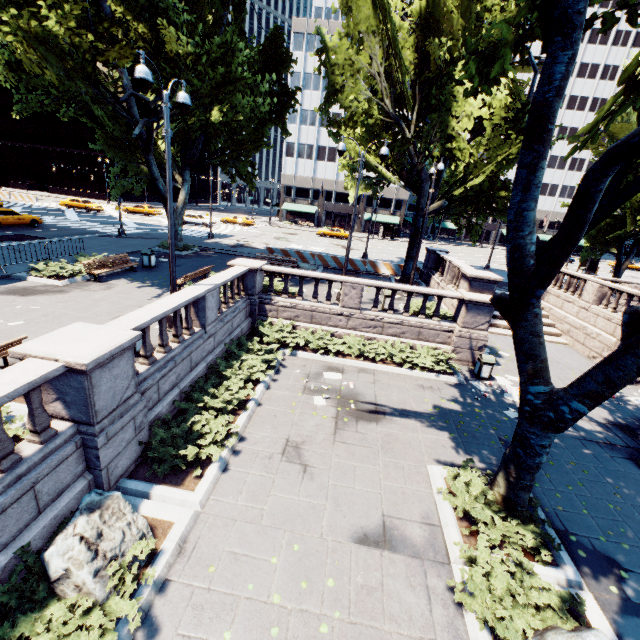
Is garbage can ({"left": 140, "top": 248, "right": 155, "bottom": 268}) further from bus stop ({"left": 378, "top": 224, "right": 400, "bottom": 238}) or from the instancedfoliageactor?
bus stop ({"left": 378, "top": 224, "right": 400, "bottom": 238})

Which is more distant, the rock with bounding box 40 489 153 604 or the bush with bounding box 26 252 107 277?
Result: the bush with bounding box 26 252 107 277

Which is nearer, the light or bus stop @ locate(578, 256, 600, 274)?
the light

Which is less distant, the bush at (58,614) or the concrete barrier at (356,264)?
the bush at (58,614)

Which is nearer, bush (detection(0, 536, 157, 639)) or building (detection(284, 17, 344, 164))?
bush (detection(0, 536, 157, 639))

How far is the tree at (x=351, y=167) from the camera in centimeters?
1833cm

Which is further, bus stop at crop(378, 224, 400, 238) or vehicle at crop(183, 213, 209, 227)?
bus stop at crop(378, 224, 400, 238)

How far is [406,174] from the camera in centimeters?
2050cm
